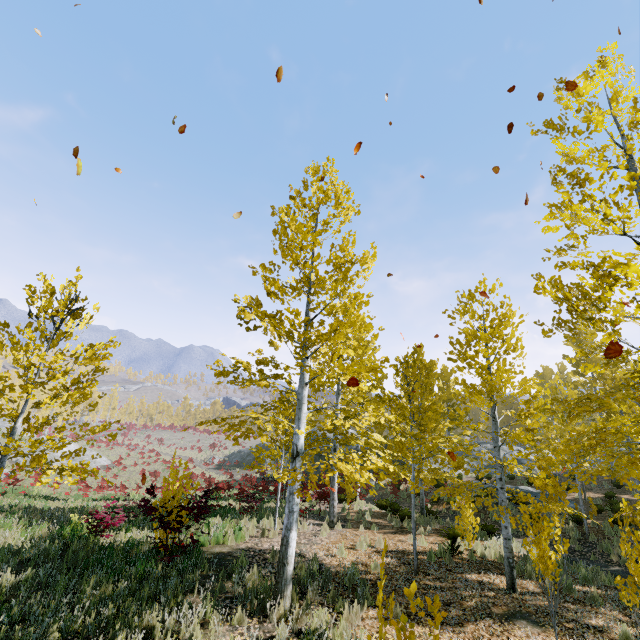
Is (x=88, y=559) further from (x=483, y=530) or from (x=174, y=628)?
(x=483, y=530)

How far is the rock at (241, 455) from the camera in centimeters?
4325cm

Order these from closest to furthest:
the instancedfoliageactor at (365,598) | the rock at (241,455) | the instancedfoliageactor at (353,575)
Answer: the instancedfoliageactor at (365,598) < the instancedfoliageactor at (353,575) < the rock at (241,455)

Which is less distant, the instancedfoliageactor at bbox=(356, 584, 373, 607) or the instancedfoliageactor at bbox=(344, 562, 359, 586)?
the instancedfoliageactor at bbox=(356, 584, 373, 607)

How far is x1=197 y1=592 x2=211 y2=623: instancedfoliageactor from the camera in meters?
5.8 m

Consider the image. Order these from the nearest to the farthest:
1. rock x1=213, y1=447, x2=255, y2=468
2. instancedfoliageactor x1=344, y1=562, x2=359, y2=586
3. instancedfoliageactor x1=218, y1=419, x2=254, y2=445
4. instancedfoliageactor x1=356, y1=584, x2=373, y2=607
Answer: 1. instancedfoliageactor x1=218, y1=419, x2=254, y2=445
2. instancedfoliageactor x1=356, y1=584, x2=373, y2=607
3. instancedfoliageactor x1=344, y1=562, x2=359, y2=586
4. rock x1=213, y1=447, x2=255, y2=468
